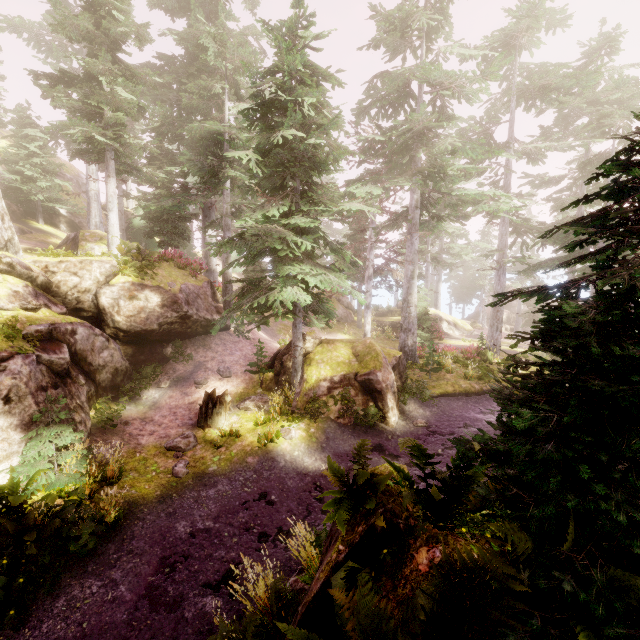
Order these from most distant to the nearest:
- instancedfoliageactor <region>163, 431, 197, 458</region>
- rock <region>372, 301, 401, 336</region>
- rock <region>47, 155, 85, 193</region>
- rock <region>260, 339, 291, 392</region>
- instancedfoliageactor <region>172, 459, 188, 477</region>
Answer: rock <region>372, 301, 401, 336</region> → rock <region>47, 155, 85, 193</region> → rock <region>260, 339, 291, 392</region> → instancedfoliageactor <region>163, 431, 197, 458</region> → instancedfoliageactor <region>172, 459, 188, 477</region>

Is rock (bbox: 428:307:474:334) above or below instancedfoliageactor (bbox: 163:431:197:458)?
above

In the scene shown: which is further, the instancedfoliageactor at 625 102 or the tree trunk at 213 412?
the tree trunk at 213 412

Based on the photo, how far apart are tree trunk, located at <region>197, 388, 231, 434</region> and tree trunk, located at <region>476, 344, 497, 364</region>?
15.11m

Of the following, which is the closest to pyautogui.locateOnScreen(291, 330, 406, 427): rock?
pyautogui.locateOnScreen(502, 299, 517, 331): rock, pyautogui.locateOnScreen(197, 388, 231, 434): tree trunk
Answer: pyautogui.locateOnScreen(197, 388, 231, 434): tree trunk

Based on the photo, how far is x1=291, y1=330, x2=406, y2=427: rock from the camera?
13.2m

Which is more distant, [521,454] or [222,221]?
[222,221]

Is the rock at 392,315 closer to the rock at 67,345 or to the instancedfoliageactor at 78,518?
the instancedfoliageactor at 78,518
